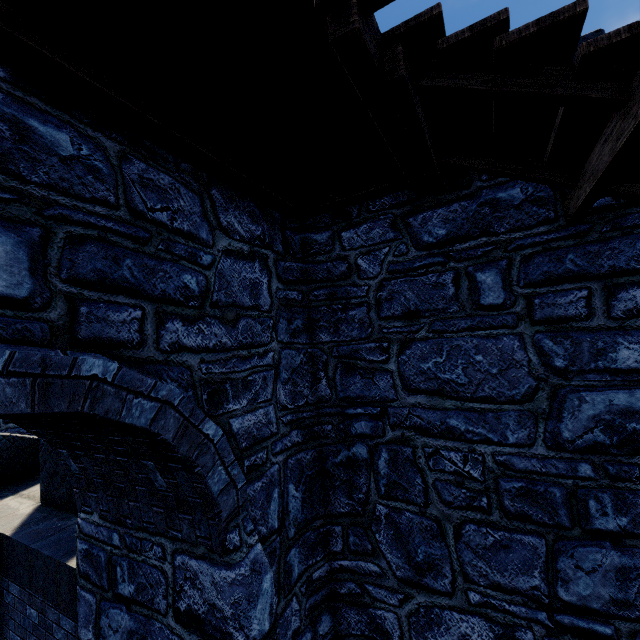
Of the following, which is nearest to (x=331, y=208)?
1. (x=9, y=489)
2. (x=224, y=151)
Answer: (x=224, y=151)
